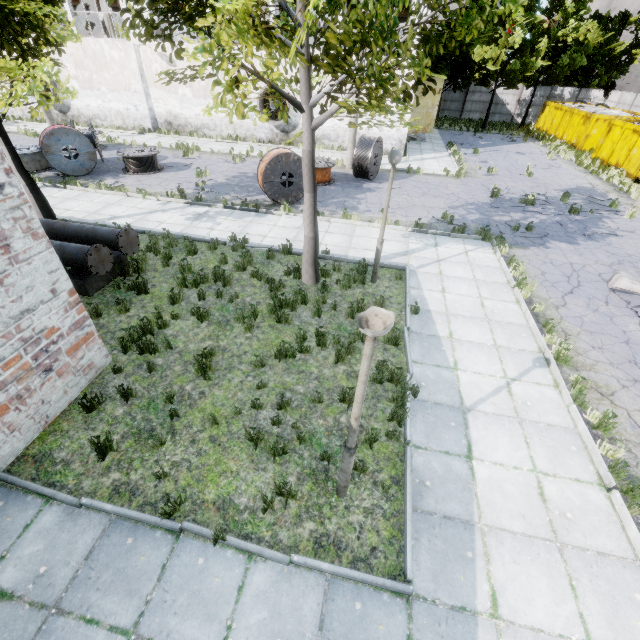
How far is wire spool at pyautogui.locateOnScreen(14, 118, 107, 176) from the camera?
14.5 meters

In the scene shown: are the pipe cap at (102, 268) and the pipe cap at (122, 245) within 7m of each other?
yes

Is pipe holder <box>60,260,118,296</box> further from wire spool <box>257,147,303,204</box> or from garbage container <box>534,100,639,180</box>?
garbage container <box>534,100,639,180</box>

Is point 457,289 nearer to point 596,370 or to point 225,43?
point 596,370

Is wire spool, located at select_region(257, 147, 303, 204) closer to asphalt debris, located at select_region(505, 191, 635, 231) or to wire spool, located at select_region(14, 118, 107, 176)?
asphalt debris, located at select_region(505, 191, 635, 231)

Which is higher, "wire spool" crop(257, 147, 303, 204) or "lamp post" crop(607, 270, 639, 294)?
"wire spool" crop(257, 147, 303, 204)

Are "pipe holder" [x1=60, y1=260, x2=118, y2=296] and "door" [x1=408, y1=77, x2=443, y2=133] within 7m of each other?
no

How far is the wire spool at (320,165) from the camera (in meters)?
15.90
